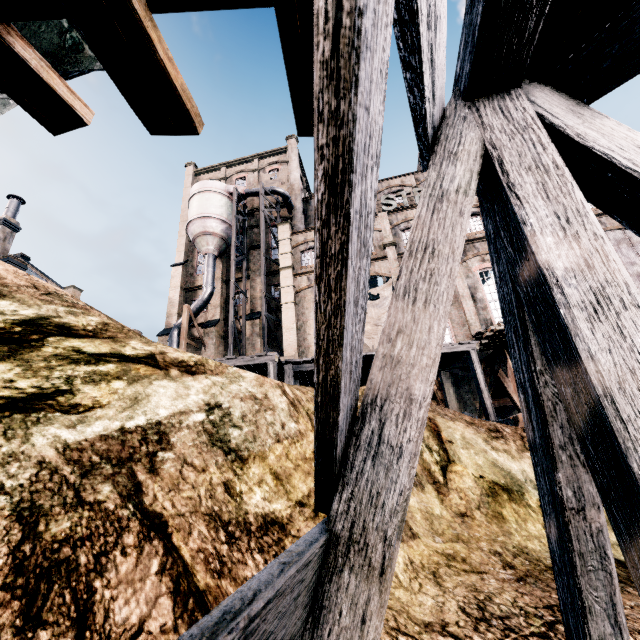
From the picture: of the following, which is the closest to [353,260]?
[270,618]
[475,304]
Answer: [270,618]

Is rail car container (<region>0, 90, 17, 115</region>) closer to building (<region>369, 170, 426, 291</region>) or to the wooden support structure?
the wooden support structure

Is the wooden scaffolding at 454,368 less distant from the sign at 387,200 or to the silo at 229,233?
the silo at 229,233

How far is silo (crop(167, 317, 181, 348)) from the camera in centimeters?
2881cm

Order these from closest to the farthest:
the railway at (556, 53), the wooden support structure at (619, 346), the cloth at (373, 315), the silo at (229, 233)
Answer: the wooden support structure at (619, 346) < the railway at (556, 53) < the cloth at (373, 315) < the silo at (229, 233)

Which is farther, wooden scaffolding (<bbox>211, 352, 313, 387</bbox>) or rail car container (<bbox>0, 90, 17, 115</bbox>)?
wooden scaffolding (<bbox>211, 352, 313, 387</bbox>)

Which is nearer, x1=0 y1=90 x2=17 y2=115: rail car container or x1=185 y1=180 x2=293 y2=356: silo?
x1=0 y1=90 x2=17 y2=115: rail car container

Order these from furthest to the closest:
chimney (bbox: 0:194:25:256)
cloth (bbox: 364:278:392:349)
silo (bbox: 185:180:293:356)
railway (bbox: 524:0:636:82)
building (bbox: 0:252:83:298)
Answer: chimney (bbox: 0:194:25:256) → silo (bbox: 185:180:293:356) → building (bbox: 0:252:83:298) → cloth (bbox: 364:278:392:349) → railway (bbox: 524:0:636:82)
